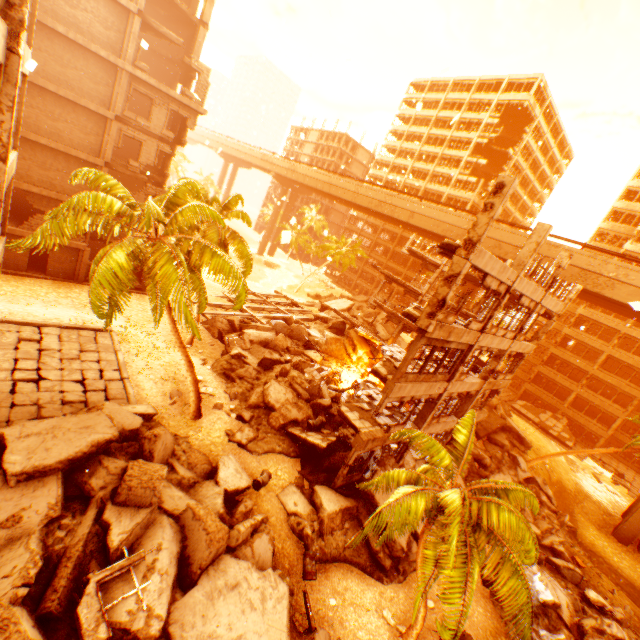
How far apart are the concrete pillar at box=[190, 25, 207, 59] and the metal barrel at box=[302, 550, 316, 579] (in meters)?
33.92

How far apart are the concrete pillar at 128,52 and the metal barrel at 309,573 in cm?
2877

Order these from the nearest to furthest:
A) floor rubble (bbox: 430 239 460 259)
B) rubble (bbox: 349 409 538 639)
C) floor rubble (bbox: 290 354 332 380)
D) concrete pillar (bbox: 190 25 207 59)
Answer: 1. rubble (bbox: 349 409 538 639)
2. floor rubble (bbox: 430 239 460 259)
3. floor rubble (bbox: 290 354 332 380)
4. concrete pillar (bbox: 190 25 207 59)

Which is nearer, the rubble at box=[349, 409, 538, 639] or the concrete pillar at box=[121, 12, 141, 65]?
the rubble at box=[349, 409, 538, 639]

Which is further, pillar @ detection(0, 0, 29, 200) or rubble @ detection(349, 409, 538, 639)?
rubble @ detection(349, 409, 538, 639)

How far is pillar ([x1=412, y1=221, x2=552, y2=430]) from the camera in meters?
14.4 m

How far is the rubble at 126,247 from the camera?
11.38m

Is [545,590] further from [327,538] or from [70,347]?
[70,347]
